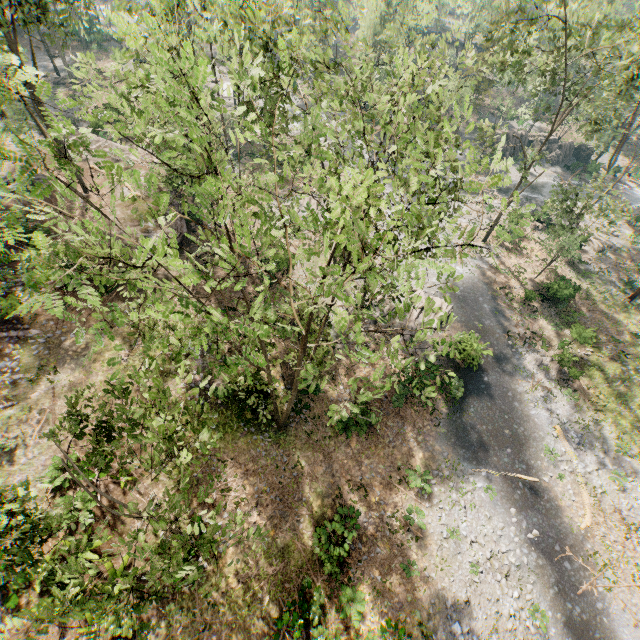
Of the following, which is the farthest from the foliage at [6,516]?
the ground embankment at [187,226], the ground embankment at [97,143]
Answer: the ground embankment at [187,226]

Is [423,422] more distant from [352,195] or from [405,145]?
[352,195]

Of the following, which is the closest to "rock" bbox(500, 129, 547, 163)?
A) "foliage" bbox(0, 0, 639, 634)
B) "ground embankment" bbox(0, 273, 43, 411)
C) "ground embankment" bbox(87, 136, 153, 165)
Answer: "foliage" bbox(0, 0, 639, 634)

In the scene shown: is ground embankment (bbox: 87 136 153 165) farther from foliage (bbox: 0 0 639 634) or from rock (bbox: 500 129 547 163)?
rock (bbox: 500 129 547 163)

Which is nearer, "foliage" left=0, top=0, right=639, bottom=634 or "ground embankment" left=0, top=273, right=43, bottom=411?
"foliage" left=0, top=0, right=639, bottom=634

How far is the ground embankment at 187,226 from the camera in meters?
25.9 m

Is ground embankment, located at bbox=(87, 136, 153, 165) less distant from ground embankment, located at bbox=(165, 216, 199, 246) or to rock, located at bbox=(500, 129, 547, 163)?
ground embankment, located at bbox=(165, 216, 199, 246)
